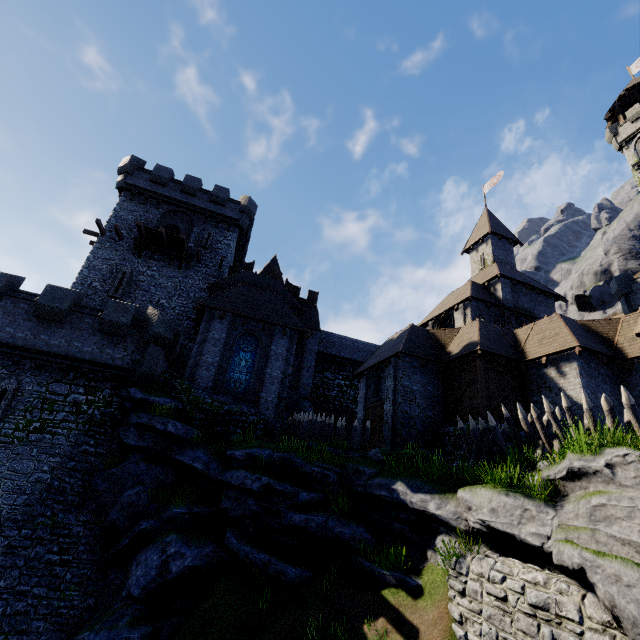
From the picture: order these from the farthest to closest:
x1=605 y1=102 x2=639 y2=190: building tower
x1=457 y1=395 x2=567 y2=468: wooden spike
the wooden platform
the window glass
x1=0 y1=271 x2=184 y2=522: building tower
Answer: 1. x1=605 y1=102 x2=639 y2=190: building tower
2. the wooden platform
3. the window glass
4. x1=0 y1=271 x2=184 y2=522: building tower
5. x1=457 y1=395 x2=567 y2=468: wooden spike

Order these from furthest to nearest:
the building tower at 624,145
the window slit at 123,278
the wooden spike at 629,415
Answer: the building tower at 624,145 → the window slit at 123,278 → the wooden spike at 629,415

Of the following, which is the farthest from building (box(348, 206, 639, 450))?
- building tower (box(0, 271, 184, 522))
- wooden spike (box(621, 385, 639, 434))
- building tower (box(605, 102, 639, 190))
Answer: building tower (box(605, 102, 639, 190))

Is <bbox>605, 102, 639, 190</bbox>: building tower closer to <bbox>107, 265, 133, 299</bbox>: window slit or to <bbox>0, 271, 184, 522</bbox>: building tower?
<bbox>0, 271, 184, 522</bbox>: building tower

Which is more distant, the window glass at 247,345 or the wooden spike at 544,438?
the window glass at 247,345

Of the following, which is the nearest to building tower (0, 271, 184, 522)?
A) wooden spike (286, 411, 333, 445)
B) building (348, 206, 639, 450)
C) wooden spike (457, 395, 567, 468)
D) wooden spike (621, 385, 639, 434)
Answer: wooden spike (286, 411, 333, 445)

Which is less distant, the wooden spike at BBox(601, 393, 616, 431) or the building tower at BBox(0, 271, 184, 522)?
the wooden spike at BBox(601, 393, 616, 431)

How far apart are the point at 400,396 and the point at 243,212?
21.5m
